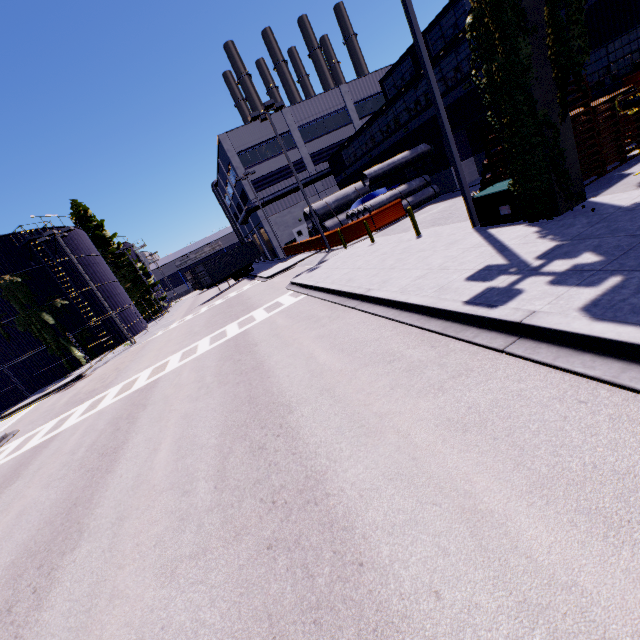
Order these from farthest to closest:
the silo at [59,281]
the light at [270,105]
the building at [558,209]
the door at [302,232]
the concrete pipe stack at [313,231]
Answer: the door at [302,232] < the concrete pipe stack at [313,231] < the silo at [59,281] < the light at [270,105] < the building at [558,209]

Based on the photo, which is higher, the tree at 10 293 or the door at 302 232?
the tree at 10 293

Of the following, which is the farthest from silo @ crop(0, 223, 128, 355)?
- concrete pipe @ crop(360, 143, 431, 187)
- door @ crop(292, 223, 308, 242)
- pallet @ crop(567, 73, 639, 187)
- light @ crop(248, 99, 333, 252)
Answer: pallet @ crop(567, 73, 639, 187)

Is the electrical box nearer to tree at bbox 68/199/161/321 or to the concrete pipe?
tree at bbox 68/199/161/321

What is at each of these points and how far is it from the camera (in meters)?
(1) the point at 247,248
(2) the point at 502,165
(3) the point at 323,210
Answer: (1) cargo container, 41.31
(2) pallet, 10.07
(3) concrete pipe stack, 28.16

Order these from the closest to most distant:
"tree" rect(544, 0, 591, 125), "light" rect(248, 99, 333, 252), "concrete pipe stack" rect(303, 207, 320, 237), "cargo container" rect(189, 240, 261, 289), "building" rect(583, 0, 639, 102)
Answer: "tree" rect(544, 0, 591, 125) → "building" rect(583, 0, 639, 102) → "light" rect(248, 99, 333, 252) → "concrete pipe stack" rect(303, 207, 320, 237) → "cargo container" rect(189, 240, 261, 289)

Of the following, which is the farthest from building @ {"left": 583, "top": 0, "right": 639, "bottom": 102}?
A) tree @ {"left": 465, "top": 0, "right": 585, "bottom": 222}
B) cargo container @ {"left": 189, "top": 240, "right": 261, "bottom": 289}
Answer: cargo container @ {"left": 189, "top": 240, "right": 261, "bottom": 289}
